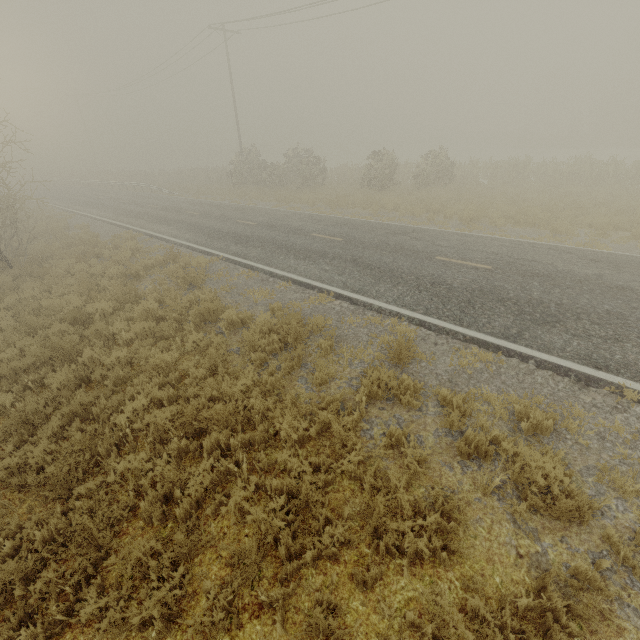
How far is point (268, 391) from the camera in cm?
621
